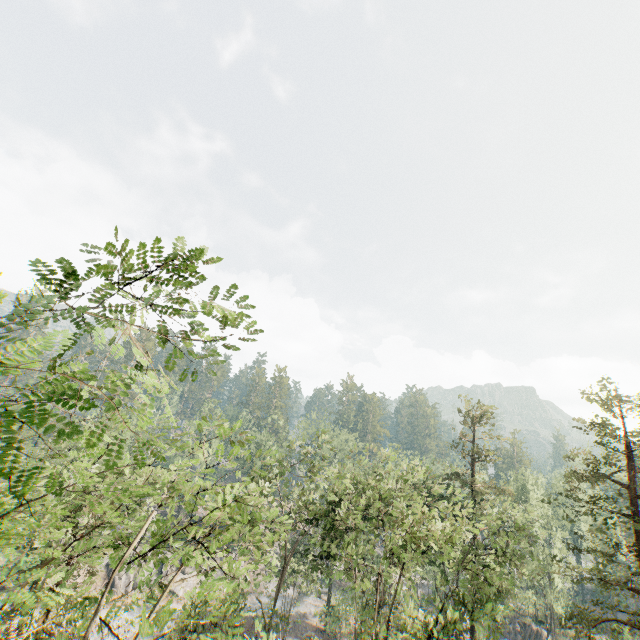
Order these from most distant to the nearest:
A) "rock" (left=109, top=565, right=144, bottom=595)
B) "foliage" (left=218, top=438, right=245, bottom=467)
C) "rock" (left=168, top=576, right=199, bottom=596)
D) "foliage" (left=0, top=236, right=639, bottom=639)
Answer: "rock" (left=168, top=576, right=199, bottom=596)
"rock" (left=109, top=565, right=144, bottom=595)
"foliage" (left=218, top=438, right=245, bottom=467)
"foliage" (left=0, top=236, right=639, bottom=639)

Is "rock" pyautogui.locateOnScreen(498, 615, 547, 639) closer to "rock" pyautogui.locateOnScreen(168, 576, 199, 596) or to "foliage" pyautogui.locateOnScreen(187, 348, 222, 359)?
"foliage" pyautogui.locateOnScreen(187, 348, 222, 359)

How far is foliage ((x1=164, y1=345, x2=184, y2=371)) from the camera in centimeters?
376cm

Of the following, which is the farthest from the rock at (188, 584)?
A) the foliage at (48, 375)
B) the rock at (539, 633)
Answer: the rock at (539, 633)

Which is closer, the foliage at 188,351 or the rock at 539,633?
the foliage at 188,351

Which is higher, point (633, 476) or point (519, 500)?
point (633, 476)
